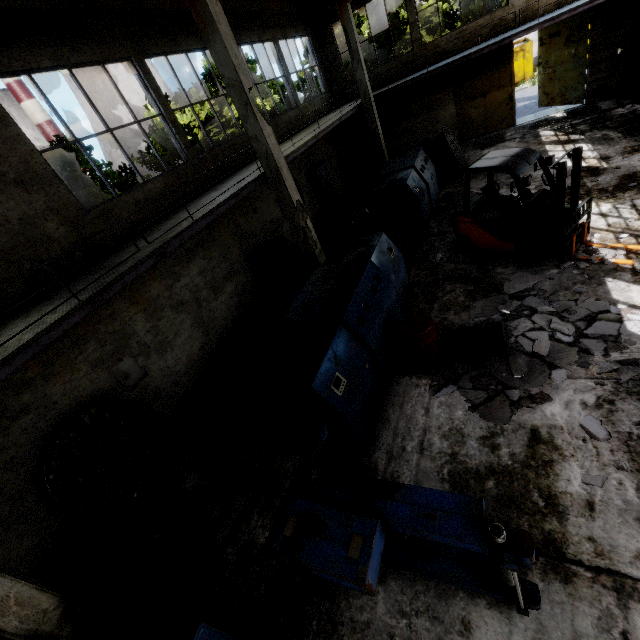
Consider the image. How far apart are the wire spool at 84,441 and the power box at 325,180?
12.44m

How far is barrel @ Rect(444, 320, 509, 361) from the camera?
5.7 meters

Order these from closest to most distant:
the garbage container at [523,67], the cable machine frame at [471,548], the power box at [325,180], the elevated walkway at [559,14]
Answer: the cable machine frame at [471,548], the elevated walkway at [559,14], the power box at [325,180], the garbage container at [523,67]

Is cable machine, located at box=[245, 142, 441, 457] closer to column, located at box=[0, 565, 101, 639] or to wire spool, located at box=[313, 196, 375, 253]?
wire spool, located at box=[313, 196, 375, 253]

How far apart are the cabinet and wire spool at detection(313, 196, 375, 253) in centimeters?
182cm

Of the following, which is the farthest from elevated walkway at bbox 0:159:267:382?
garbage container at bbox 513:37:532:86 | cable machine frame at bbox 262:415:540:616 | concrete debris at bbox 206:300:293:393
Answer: garbage container at bbox 513:37:532:86

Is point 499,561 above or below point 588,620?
above

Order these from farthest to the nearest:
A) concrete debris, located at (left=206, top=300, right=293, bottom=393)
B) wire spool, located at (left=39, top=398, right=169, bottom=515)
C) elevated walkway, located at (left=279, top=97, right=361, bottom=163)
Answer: elevated walkway, located at (left=279, top=97, right=361, bottom=163)
concrete debris, located at (left=206, top=300, right=293, bottom=393)
wire spool, located at (left=39, top=398, right=169, bottom=515)
